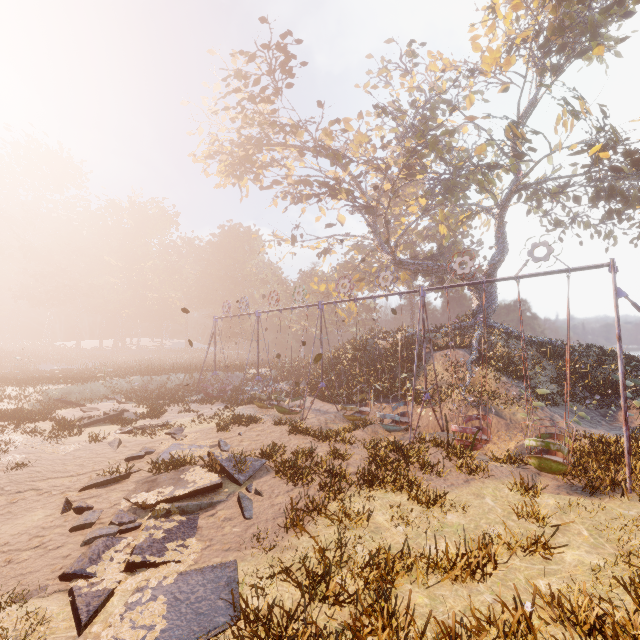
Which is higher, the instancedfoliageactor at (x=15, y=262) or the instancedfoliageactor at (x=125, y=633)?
the instancedfoliageactor at (x=15, y=262)

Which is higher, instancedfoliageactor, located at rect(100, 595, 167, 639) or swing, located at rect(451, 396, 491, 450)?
swing, located at rect(451, 396, 491, 450)

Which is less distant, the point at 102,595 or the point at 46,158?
the point at 102,595

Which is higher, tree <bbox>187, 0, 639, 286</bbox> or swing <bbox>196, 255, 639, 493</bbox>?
tree <bbox>187, 0, 639, 286</bbox>

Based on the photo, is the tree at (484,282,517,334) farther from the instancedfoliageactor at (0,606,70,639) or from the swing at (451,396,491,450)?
the instancedfoliageactor at (0,606,70,639)

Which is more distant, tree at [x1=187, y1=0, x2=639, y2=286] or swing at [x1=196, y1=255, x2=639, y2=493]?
tree at [x1=187, y1=0, x2=639, y2=286]

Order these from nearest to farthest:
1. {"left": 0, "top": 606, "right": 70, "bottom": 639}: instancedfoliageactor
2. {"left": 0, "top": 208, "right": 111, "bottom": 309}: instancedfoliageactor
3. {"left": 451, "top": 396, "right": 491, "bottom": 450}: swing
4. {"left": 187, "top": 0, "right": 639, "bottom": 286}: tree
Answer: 1. {"left": 0, "top": 606, "right": 70, "bottom": 639}: instancedfoliageactor
2. {"left": 451, "top": 396, "right": 491, "bottom": 450}: swing
3. {"left": 187, "top": 0, "right": 639, "bottom": 286}: tree
4. {"left": 0, "top": 208, "right": 111, "bottom": 309}: instancedfoliageactor

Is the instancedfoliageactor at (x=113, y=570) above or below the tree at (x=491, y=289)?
below
